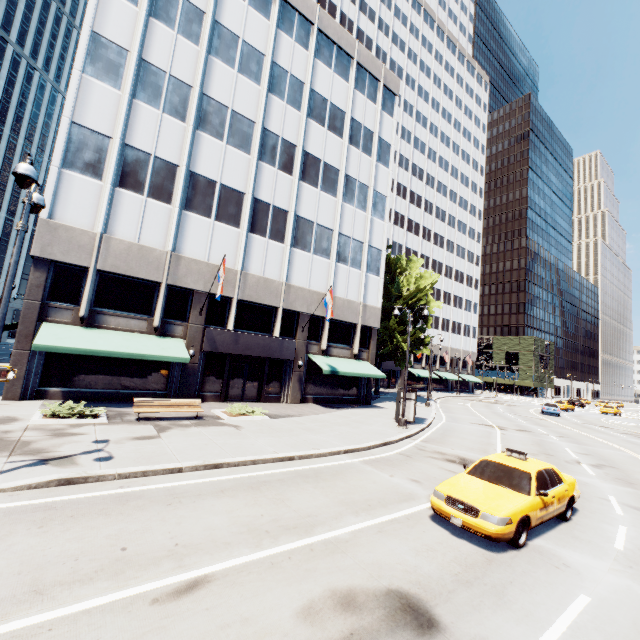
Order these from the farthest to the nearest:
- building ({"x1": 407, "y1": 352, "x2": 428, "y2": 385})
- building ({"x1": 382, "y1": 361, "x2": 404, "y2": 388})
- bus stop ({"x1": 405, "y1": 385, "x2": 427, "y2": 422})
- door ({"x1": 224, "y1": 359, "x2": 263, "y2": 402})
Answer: building ({"x1": 407, "y1": 352, "x2": 428, "y2": 385}) → building ({"x1": 382, "y1": 361, "x2": 404, "y2": 388}) → door ({"x1": 224, "y1": 359, "x2": 263, "y2": 402}) → bus stop ({"x1": 405, "y1": 385, "x2": 427, "y2": 422})

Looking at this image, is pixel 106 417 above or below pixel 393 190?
below

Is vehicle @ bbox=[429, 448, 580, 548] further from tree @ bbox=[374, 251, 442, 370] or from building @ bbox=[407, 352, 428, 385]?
tree @ bbox=[374, 251, 442, 370]

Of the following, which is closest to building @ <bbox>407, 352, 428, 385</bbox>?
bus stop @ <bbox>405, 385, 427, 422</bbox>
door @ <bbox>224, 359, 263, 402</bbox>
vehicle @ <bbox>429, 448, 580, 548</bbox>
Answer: door @ <bbox>224, 359, 263, 402</bbox>

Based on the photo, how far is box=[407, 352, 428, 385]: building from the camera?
56.4m

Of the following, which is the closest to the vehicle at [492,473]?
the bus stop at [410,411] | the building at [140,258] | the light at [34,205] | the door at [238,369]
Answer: the bus stop at [410,411]

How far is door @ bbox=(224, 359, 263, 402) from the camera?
22.0 meters

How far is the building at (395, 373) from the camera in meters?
53.7 m
